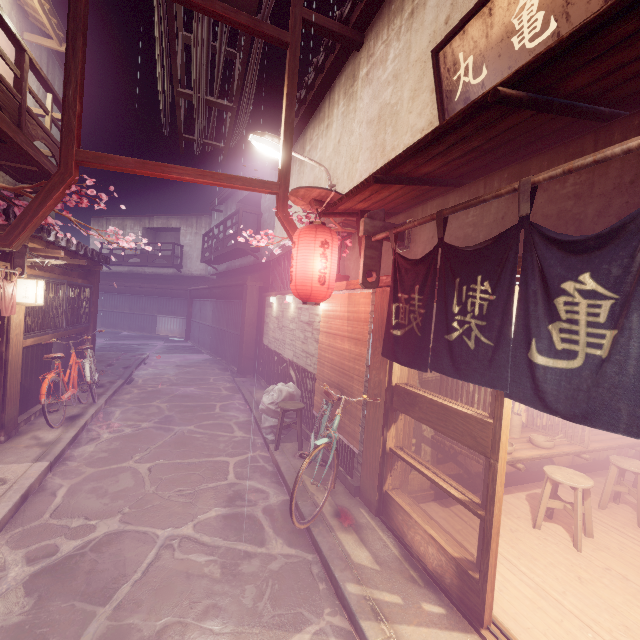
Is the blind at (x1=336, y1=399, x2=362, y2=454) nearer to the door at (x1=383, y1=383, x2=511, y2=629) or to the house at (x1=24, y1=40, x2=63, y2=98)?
the door at (x1=383, y1=383, x2=511, y2=629)

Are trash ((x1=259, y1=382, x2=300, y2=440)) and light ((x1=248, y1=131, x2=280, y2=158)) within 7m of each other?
no

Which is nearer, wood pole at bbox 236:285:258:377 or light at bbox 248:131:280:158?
light at bbox 248:131:280:158

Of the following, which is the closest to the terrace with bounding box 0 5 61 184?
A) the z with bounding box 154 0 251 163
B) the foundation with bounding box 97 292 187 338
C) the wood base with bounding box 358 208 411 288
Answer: the z with bounding box 154 0 251 163

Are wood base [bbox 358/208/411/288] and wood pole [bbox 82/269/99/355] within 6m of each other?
no

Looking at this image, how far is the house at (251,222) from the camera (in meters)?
30.39

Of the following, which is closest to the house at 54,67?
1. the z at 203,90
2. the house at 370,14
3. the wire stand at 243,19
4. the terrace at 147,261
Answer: the terrace at 147,261

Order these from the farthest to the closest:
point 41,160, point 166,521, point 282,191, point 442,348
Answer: point 41,160
point 282,191
point 166,521
point 442,348
